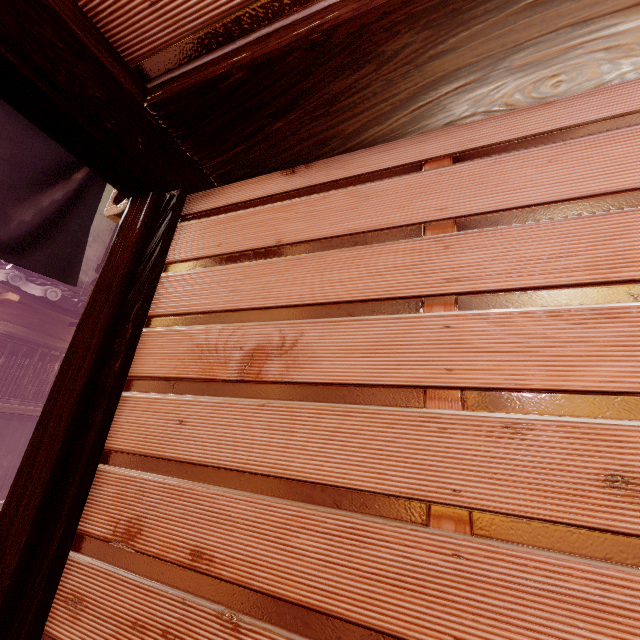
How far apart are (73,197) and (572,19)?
4.59m

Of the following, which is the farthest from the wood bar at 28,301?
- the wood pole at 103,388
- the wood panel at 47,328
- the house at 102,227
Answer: the wood pole at 103,388

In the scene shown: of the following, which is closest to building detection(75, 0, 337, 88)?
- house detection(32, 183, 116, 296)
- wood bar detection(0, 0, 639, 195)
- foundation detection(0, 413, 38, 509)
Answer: wood bar detection(0, 0, 639, 195)

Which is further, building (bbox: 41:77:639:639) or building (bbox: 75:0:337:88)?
building (bbox: 75:0:337:88)

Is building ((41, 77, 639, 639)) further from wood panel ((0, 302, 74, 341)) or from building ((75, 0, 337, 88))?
wood panel ((0, 302, 74, 341))

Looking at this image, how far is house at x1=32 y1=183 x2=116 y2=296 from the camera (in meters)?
13.56

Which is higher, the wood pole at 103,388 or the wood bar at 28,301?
the wood bar at 28,301
